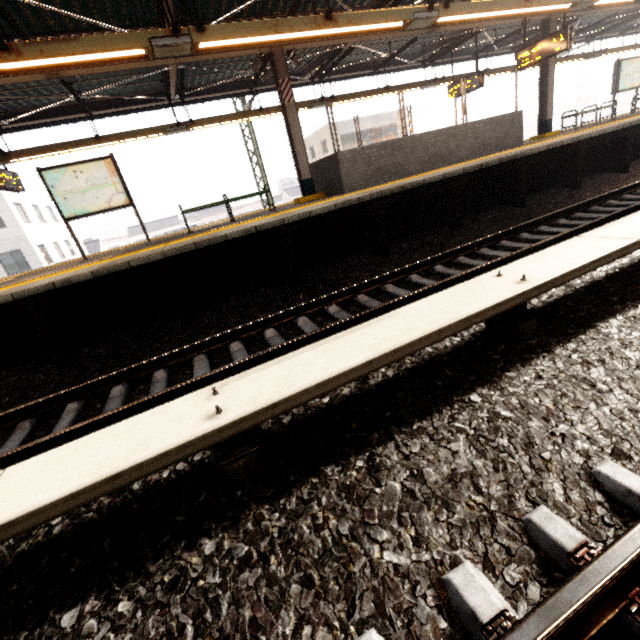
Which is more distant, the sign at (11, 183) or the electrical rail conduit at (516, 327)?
the sign at (11, 183)

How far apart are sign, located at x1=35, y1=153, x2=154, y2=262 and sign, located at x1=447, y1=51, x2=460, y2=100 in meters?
11.9

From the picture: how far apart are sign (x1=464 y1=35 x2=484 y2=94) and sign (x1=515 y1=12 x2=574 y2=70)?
1.38m

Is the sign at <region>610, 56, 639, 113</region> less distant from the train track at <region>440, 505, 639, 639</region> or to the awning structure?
the awning structure

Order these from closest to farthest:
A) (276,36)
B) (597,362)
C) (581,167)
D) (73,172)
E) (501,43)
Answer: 1. (597,362)
2. (276,36)
3. (73,172)
4. (581,167)
5. (501,43)

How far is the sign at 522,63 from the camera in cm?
870

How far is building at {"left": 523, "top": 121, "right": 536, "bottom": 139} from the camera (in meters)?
→ 56.78

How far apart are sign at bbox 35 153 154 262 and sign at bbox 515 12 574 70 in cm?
1194
